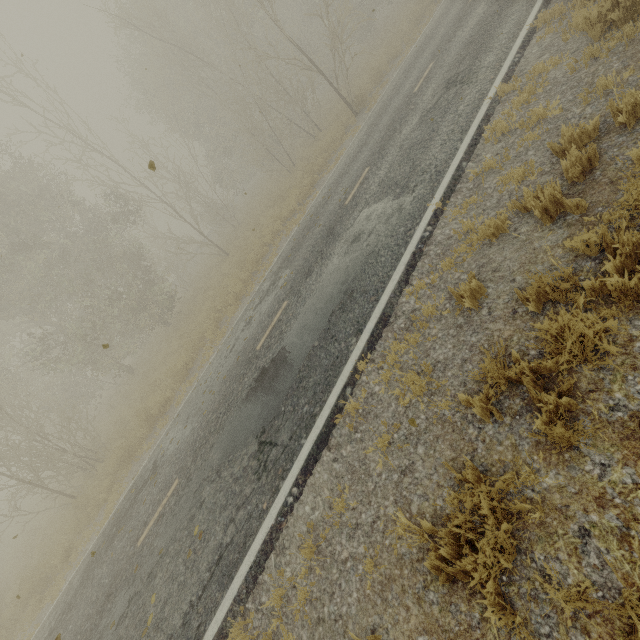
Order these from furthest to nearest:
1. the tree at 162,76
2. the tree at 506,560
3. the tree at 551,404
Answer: the tree at 162,76, the tree at 551,404, the tree at 506,560

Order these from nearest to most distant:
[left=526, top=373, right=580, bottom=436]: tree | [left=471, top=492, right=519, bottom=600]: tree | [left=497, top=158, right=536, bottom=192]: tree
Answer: [left=471, top=492, right=519, bottom=600]: tree < [left=526, top=373, right=580, bottom=436]: tree < [left=497, top=158, right=536, bottom=192]: tree

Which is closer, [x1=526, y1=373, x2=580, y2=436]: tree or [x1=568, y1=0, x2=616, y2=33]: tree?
[x1=526, y1=373, x2=580, y2=436]: tree

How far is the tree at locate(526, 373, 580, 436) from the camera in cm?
274

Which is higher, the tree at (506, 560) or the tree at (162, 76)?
the tree at (162, 76)

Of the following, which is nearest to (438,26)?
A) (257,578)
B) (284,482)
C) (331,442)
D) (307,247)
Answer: (307,247)
